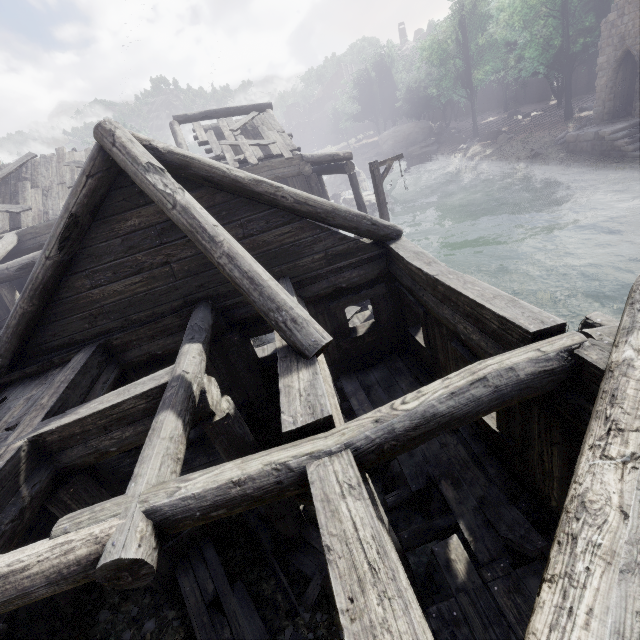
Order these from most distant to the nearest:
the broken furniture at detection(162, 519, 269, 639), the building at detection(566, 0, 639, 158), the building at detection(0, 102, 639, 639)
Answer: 1. the building at detection(566, 0, 639, 158)
2. the broken furniture at detection(162, 519, 269, 639)
3. the building at detection(0, 102, 639, 639)

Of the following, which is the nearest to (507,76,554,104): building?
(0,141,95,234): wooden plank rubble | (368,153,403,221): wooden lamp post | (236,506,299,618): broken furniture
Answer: (0,141,95,234): wooden plank rubble

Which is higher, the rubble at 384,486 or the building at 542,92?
the building at 542,92

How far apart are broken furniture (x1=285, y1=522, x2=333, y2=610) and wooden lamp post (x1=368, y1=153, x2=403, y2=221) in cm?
1020

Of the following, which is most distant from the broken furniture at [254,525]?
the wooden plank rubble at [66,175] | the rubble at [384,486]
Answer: the wooden plank rubble at [66,175]

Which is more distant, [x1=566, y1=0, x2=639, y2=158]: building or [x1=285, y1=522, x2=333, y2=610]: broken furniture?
[x1=566, y1=0, x2=639, y2=158]: building

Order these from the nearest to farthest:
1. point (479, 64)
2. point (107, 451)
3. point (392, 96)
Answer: point (107, 451) → point (479, 64) → point (392, 96)
